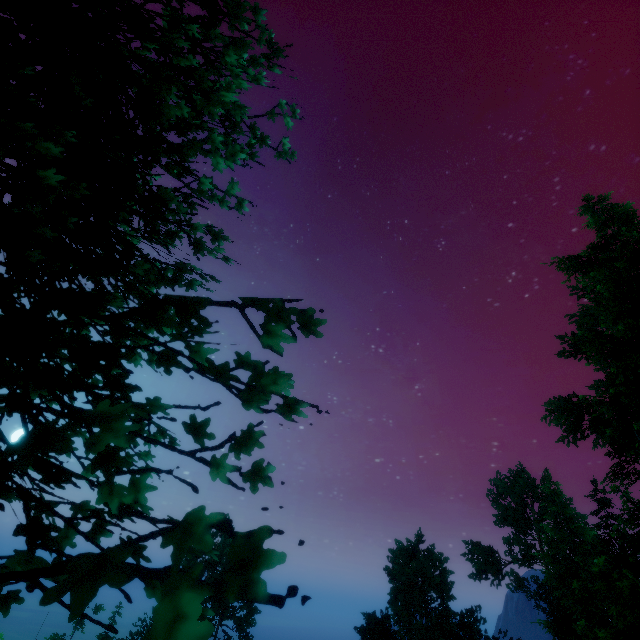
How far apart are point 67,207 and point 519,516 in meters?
56.2

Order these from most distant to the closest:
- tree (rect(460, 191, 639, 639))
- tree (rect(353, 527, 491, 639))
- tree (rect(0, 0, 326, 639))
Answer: tree (rect(353, 527, 491, 639))
tree (rect(460, 191, 639, 639))
tree (rect(0, 0, 326, 639))

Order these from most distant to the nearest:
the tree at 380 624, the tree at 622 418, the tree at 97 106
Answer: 1. the tree at 380 624
2. the tree at 622 418
3. the tree at 97 106

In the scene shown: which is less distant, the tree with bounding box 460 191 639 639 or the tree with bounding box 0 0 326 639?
the tree with bounding box 0 0 326 639

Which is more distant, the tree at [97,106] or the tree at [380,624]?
the tree at [380,624]
